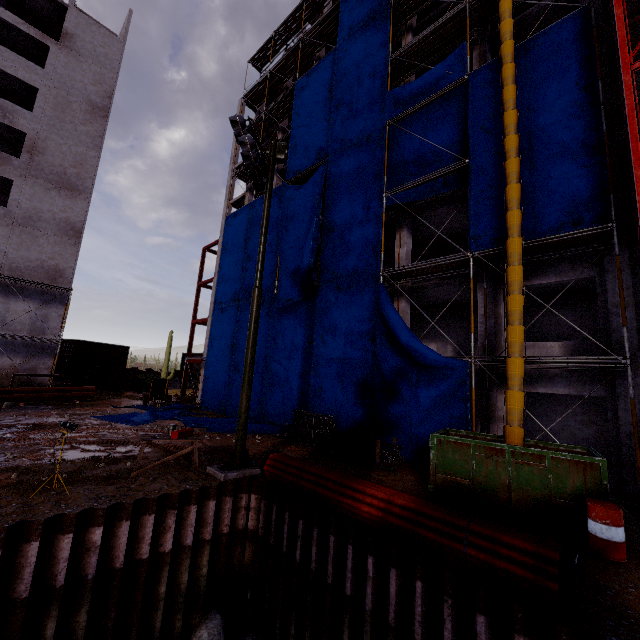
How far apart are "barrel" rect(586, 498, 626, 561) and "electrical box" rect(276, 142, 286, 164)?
12.68m

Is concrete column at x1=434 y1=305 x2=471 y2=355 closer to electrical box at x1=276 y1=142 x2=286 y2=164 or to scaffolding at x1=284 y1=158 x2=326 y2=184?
scaffolding at x1=284 y1=158 x2=326 y2=184

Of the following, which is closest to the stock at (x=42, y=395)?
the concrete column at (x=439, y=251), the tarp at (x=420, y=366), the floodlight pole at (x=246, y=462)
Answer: the tarp at (x=420, y=366)

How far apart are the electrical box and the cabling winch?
20.0m

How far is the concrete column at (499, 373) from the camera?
12.2m

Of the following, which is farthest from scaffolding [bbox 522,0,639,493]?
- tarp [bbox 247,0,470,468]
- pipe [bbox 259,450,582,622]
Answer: pipe [bbox 259,450,582,622]

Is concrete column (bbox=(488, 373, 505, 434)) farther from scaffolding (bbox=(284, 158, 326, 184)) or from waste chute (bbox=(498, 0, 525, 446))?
scaffolding (bbox=(284, 158, 326, 184))

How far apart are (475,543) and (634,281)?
10.2m
